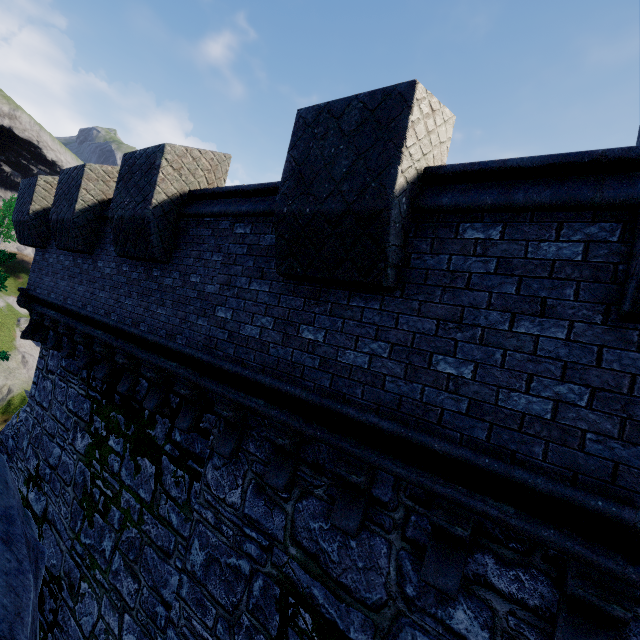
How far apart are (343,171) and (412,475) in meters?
2.9 m
